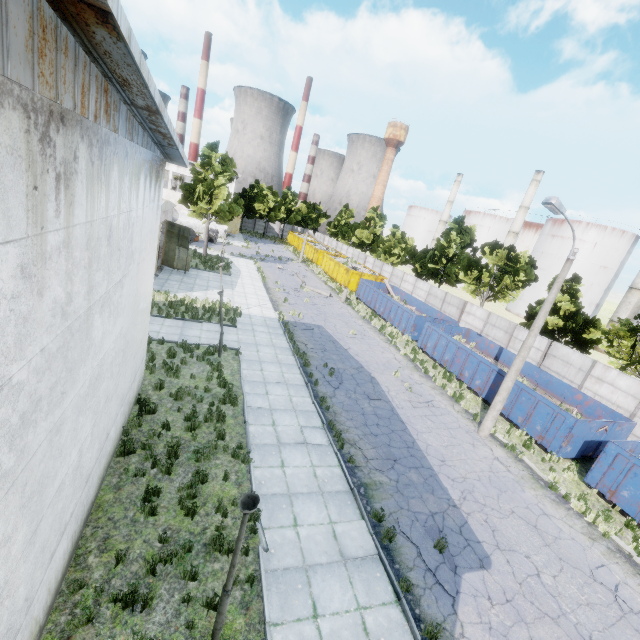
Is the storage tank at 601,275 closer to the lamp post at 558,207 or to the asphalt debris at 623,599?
the lamp post at 558,207

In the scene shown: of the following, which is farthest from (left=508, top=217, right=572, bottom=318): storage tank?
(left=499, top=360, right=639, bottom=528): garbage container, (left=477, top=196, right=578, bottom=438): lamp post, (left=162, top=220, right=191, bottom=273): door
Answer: (left=162, top=220, right=191, bottom=273): door

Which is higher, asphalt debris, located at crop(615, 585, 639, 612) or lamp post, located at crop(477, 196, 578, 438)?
lamp post, located at crop(477, 196, 578, 438)

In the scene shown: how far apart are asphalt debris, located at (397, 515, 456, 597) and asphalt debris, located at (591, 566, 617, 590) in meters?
4.5 m

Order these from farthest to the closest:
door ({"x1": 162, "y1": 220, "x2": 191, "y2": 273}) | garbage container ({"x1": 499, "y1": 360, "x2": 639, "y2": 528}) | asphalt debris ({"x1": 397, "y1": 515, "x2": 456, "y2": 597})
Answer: door ({"x1": 162, "y1": 220, "x2": 191, "y2": 273}) → garbage container ({"x1": 499, "y1": 360, "x2": 639, "y2": 528}) → asphalt debris ({"x1": 397, "y1": 515, "x2": 456, "y2": 597})

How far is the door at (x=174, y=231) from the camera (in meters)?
26.53

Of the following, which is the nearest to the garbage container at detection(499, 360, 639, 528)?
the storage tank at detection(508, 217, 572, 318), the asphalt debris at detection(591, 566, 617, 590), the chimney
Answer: the asphalt debris at detection(591, 566, 617, 590)

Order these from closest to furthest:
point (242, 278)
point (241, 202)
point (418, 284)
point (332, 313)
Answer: point (332, 313) → point (242, 278) → point (241, 202) → point (418, 284)
